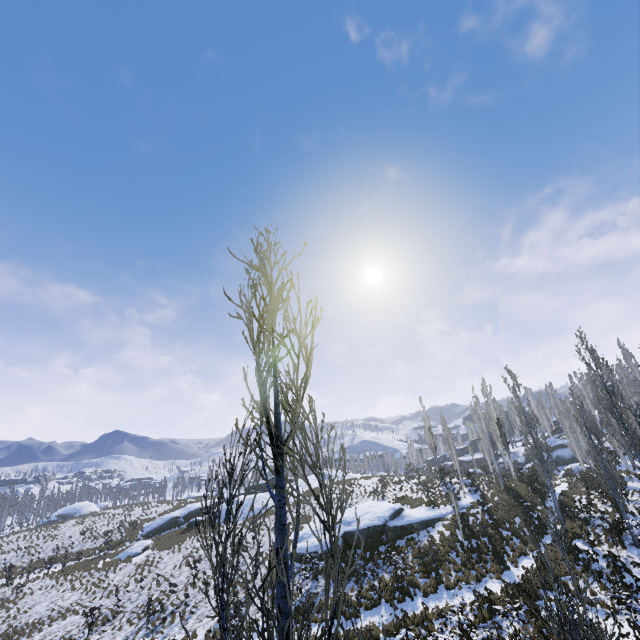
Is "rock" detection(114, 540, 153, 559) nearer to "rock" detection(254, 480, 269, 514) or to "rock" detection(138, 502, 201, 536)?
"rock" detection(138, 502, 201, 536)

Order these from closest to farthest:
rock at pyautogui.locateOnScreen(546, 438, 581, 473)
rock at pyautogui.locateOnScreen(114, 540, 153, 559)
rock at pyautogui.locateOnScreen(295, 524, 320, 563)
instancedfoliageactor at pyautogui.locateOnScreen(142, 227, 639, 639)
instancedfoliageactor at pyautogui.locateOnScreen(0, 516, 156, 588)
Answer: instancedfoliageactor at pyautogui.locateOnScreen(142, 227, 639, 639), rock at pyautogui.locateOnScreen(295, 524, 320, 563), instancedfoliageactor at pyautogui.locateOnScreen(0, 516, 156, 588), rock at pyautogui.locateOnScreen(114, 540, 153, 559), rock at pyautogui.locateOnScreen(546, 438, 581, 473)

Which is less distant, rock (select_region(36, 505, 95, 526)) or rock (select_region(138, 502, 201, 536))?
rock (select_region(138, 502, 201, 536))

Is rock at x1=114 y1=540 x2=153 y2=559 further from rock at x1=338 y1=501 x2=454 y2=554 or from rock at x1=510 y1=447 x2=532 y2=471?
rock at x1=510 y1=447 x2=532 y2=471

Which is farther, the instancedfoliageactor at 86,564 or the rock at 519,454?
the rock at 519,454

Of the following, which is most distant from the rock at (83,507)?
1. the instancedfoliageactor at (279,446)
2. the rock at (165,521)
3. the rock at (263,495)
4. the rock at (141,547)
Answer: the rock at (263,495)

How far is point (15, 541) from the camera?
→ 39.6 meters

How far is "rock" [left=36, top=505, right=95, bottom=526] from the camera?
57.0 meters
